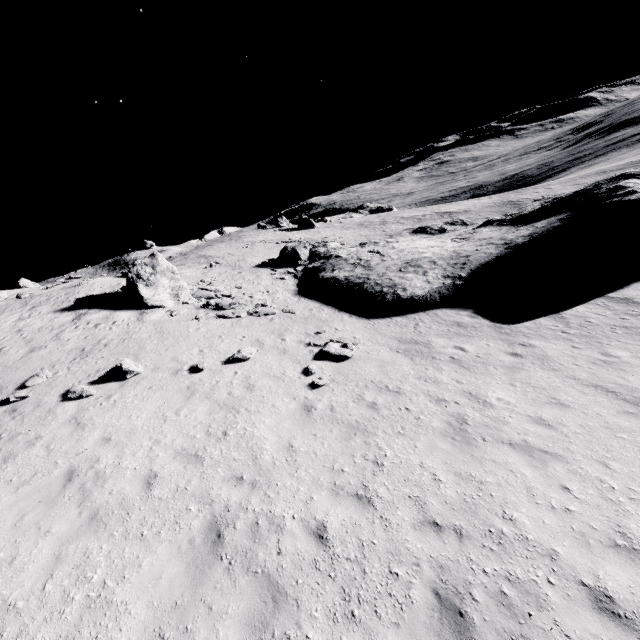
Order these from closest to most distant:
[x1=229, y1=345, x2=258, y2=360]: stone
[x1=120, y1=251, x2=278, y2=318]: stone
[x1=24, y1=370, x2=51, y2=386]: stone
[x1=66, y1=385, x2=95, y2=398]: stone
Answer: [x1=66, y1=385, x2=95, y2=398]: stone
[x1=24, y1=370, x2=51, y2=386]: stone
[x1=229, y1=345, x2=258, y2=360]: stone
[x1=120, y1=251, x2=278, y2=318]: stone

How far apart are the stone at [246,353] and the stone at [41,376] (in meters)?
6.62

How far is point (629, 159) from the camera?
58.9m

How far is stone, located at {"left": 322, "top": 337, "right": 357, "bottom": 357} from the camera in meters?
12.8 m

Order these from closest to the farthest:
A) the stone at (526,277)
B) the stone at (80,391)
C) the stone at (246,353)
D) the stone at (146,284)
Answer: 1. the stone at (80,391)
2. the stone at (246,353)
3. the stone at (526,277)
4. the stone at (146,284)

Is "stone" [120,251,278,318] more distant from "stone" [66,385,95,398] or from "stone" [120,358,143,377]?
"stone" [66,385,95,398]

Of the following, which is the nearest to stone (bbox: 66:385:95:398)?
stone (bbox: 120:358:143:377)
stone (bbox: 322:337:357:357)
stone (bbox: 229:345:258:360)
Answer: stone (bbox: 120:358:143:377)
